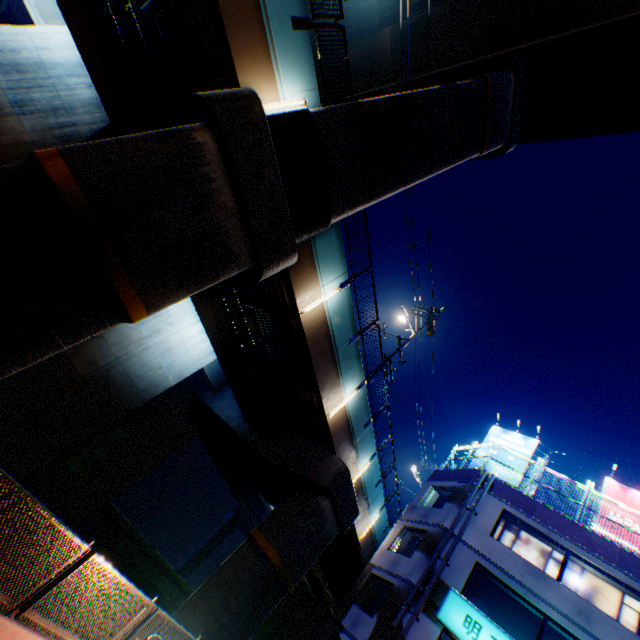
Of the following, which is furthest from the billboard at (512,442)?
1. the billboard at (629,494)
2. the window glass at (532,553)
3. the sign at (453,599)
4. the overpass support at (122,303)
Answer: the sign at (453,599)

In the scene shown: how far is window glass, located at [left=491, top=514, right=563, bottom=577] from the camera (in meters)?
14.32

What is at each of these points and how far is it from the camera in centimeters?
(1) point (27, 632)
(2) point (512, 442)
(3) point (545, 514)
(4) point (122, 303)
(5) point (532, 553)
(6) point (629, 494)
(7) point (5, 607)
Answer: (1) concrete block, 518cm
(2) billboard, 2034cm
(3) concrete block, 1544cm
(4) overpass support, 636cm
(5) window glass, 1474cm
(6) billboard, 1700cm
(7) metal fence, 486cm

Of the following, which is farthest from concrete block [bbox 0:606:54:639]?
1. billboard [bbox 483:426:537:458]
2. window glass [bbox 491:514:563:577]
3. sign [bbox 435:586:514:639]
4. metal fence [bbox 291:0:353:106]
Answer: billboard [bbox 483:426:537:458]

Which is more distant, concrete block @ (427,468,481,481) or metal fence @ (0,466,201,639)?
concrete block @ (427,468,481,481)

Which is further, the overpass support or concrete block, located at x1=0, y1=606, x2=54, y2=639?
the overpass support

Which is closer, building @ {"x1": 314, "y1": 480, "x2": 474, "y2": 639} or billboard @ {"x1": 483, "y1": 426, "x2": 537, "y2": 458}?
building @ {"x1": 314, "y1": 480, "x2": 474, "y2": 639}

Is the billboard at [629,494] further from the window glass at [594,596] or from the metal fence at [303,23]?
the window glass at [594,596]
